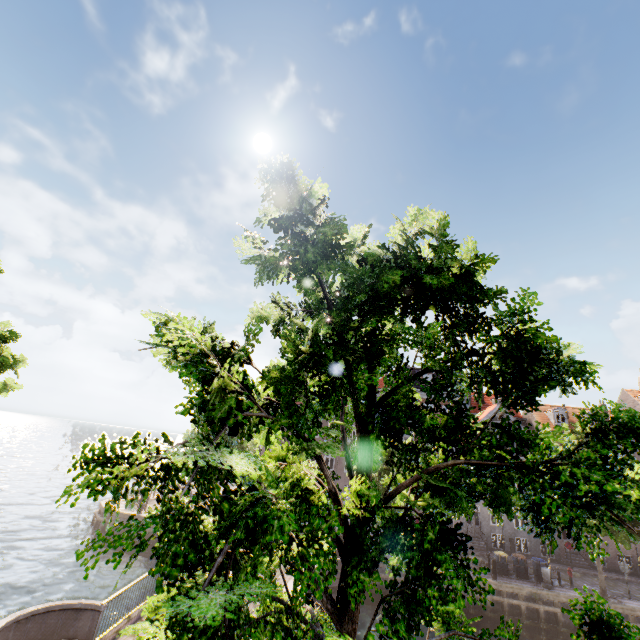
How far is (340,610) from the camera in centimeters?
430cm

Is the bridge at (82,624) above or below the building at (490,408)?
below

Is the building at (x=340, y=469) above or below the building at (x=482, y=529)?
above

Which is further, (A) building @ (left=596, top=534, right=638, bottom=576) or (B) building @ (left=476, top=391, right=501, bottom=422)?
(B) building @ (left=476, top=391, right=501, bottom=422)

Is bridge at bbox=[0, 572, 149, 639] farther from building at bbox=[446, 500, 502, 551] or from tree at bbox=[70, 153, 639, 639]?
building at bbox=[446, 500, 502, 551]

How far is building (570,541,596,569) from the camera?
27.1 meters

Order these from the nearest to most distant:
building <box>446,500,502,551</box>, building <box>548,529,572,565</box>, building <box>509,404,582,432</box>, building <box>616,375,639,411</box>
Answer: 1. building <box>548,529,572,565</box>
2. building <box>446,500,502,551</box>
3. building <box>509,404,582,432</box>
4. building <box>616,375,639,411</box>
